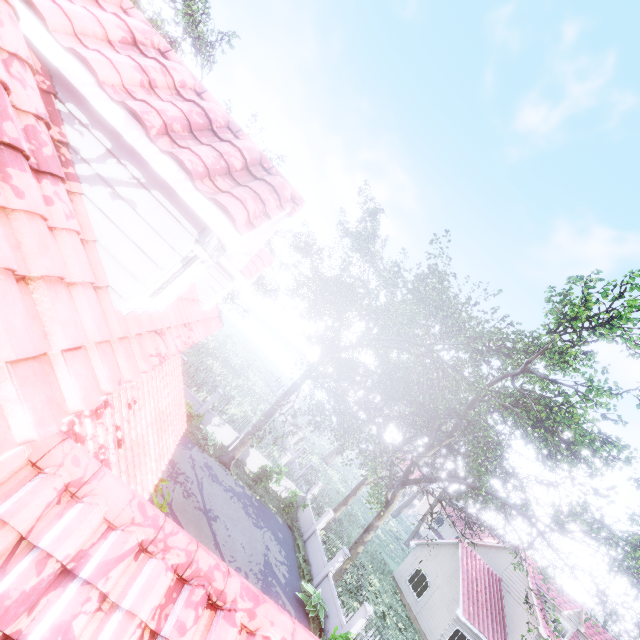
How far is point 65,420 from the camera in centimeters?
263cm

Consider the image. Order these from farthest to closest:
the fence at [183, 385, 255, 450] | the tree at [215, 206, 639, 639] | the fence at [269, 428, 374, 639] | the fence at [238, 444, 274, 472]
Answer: the fence at [238, 444, 274, 472] < the fence at [183, 385, 255, 450] < the fence at [269, 428, 374, 639] < the tree at [215, 206, 639, 639]

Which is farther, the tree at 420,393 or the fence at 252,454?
the fence at 252,454

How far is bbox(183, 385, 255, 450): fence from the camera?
21.2m

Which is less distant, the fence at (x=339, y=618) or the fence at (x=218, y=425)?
the fence at (x=339, y=618)

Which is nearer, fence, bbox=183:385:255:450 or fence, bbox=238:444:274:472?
fence, bbox=183:385:255:450

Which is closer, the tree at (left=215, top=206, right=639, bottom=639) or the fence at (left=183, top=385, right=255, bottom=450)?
the tree at (left=215, top=206, right=639, bottom=639)
